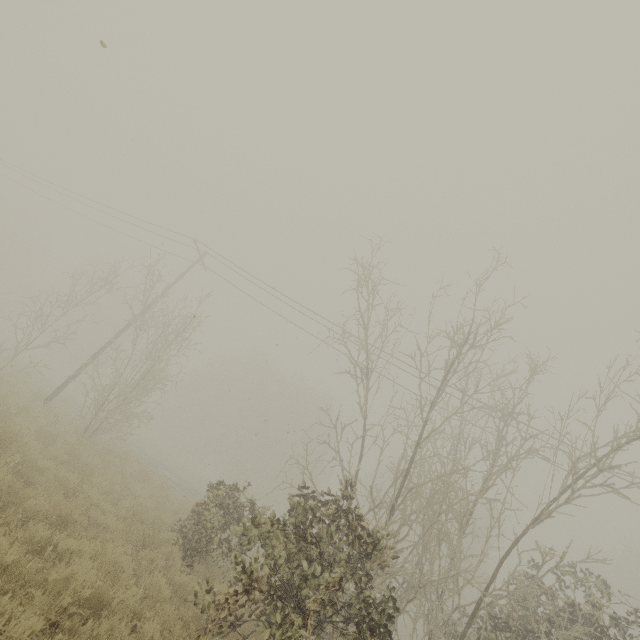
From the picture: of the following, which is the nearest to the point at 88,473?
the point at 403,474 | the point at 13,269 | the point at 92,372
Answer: the point at 92,372
